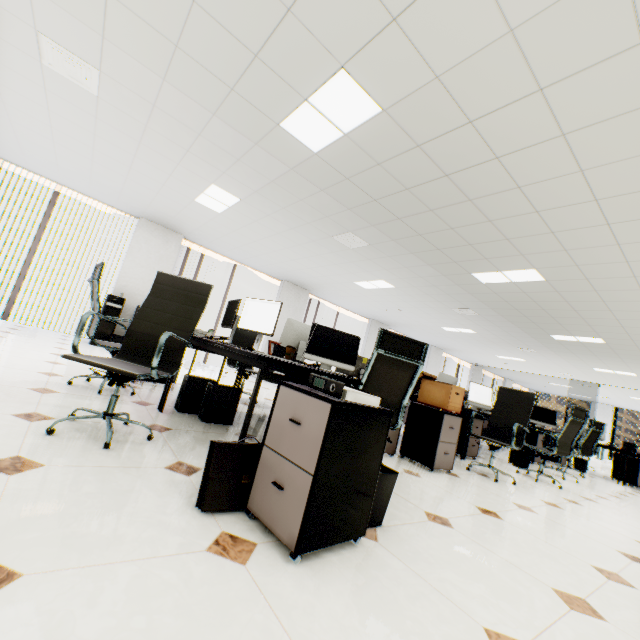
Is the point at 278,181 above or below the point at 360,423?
above

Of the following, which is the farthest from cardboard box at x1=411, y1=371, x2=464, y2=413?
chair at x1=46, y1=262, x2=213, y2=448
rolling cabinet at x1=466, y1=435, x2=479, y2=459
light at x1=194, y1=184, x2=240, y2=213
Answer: light at x1=194, y1=184, x2=240, y2=213

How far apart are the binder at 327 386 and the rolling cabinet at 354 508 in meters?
0.0

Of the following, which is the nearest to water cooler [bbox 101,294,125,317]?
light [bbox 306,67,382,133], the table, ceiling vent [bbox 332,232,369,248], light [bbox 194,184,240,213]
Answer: light [bbox 194,184,240,213]

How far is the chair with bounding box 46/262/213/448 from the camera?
2.0m

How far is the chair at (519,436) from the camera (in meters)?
4.12

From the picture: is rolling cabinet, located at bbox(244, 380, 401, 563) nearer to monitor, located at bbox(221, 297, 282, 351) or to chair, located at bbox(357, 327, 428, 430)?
chair, located at bbox(357, 327, 428, 430)

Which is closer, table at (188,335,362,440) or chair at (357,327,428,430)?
table at (188,335,362,440)
